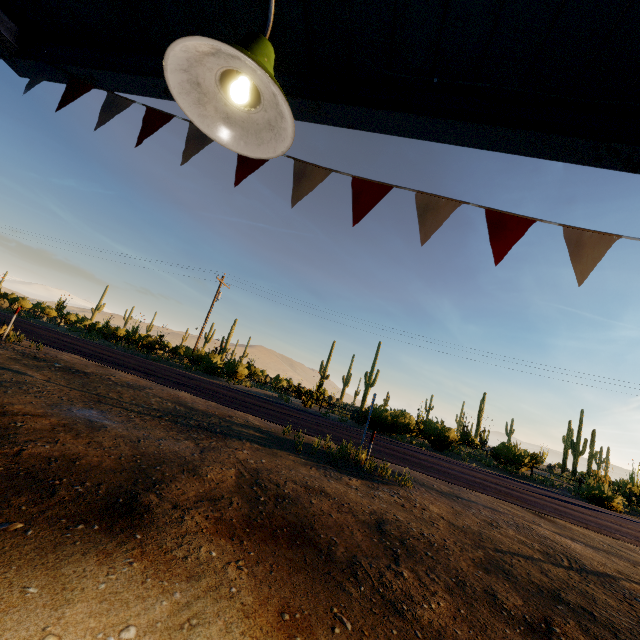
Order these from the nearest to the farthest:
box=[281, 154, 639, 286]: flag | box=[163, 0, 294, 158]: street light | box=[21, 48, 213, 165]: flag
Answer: box=[163, 0, 294, 158]: street light < box=[281, 154, 639, 286]: flag < box=[21, 48, 213, 165]: flag

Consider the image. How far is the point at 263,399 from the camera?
17.95m

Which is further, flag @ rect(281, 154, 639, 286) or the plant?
the plant

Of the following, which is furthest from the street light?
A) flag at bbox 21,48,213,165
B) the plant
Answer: the plant

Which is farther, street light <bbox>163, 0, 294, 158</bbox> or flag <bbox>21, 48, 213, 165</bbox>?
flag <bbox>21, 48, 213, 165</bbox>

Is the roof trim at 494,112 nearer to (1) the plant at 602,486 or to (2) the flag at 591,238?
(2) the flag at 591,238

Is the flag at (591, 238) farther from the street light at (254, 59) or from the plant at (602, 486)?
the plant at (602, 486)

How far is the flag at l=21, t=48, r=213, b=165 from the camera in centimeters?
268cm
